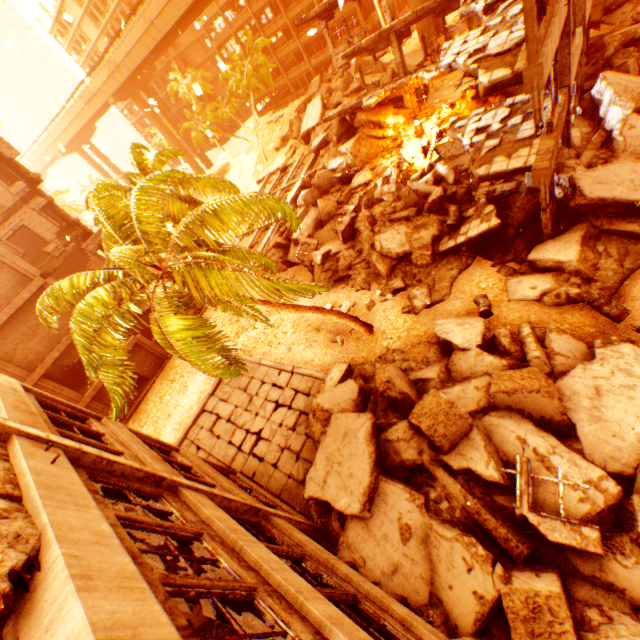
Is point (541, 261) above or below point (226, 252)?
below

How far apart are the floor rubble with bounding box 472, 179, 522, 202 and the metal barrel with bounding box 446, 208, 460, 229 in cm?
115

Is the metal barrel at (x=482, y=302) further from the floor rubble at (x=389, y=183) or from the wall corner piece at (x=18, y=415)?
the wall corner piece at (x=18, y=415)

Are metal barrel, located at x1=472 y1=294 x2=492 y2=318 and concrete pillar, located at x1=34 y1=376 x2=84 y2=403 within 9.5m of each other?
no

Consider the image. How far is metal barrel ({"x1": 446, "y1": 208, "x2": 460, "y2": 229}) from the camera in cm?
1467

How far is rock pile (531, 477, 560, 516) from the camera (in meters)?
7.04

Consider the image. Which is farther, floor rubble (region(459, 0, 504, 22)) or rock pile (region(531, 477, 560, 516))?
floor rubble (region(459, 0, 504, 22))

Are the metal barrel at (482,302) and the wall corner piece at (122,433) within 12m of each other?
yes
